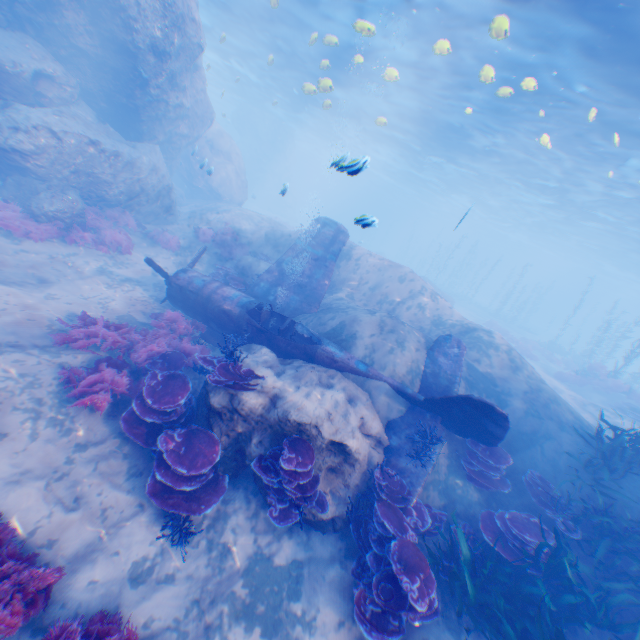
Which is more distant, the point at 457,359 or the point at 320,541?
the point at 457,359

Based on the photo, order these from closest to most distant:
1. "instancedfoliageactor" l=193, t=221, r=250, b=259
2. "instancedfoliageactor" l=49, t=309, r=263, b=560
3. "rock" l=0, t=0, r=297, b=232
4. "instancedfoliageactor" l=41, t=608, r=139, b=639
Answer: "instancedfoliageactor" l=41, t=608, r=139, b=639
"instancedfoliageactor" l=49, t=309, r=263, b=560
"rock" l=0, t=0, r=297, b=232
"instancedfoliageactor" l=193, t=221, r=250, b=259

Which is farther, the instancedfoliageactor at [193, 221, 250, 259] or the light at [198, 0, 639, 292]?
the instancedfoliageactor at [193, 221, 250, 259]

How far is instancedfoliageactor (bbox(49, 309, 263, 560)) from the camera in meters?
5.8 m

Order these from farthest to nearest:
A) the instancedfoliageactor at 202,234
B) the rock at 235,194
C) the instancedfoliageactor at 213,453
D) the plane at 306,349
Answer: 1. the instancedfoliageactor at 202,234
2. the rock at 235,194
3. the plane at 306,349
4. the instancedfoliageactor at 213,453

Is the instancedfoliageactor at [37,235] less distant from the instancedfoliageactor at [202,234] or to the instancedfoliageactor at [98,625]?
the instancedfoliageactor at [202,234]

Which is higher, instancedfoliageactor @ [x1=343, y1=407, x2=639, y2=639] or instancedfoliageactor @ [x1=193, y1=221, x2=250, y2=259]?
Answer: instancedfoliageactor @ [x1=193, y1=221, x2=250, y2=259]

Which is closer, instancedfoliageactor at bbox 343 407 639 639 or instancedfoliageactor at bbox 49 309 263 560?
instancedfoliageactor at bbox 343 407 639 639
